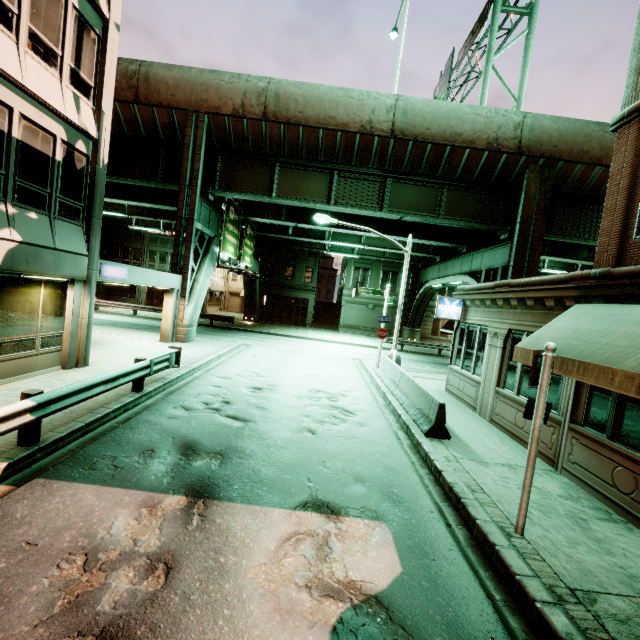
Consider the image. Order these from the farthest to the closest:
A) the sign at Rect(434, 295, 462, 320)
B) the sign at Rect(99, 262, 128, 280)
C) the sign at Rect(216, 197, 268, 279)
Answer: the sign at Rect(216, 197, 268, 279) → the sign at Rect(434, 295, 462, 320) → the sign at Rect(99, 262, 128, 280)

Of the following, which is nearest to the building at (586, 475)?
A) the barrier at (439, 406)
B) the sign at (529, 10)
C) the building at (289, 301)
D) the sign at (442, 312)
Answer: the sign at (442, 312)

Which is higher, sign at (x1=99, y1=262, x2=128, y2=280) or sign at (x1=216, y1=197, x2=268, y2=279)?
sign at (x1=216, y1=197, x2=268, y2=279)

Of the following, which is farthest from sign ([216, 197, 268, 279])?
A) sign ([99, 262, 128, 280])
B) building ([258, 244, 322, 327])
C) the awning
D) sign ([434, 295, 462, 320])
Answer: the awning

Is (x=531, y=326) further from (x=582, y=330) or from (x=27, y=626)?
(x=27, y=626)

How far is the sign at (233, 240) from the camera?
21.22m

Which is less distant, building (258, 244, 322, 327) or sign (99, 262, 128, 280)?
sign (99, 262, 128, 280)

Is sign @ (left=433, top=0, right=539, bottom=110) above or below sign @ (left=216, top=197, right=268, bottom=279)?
above
